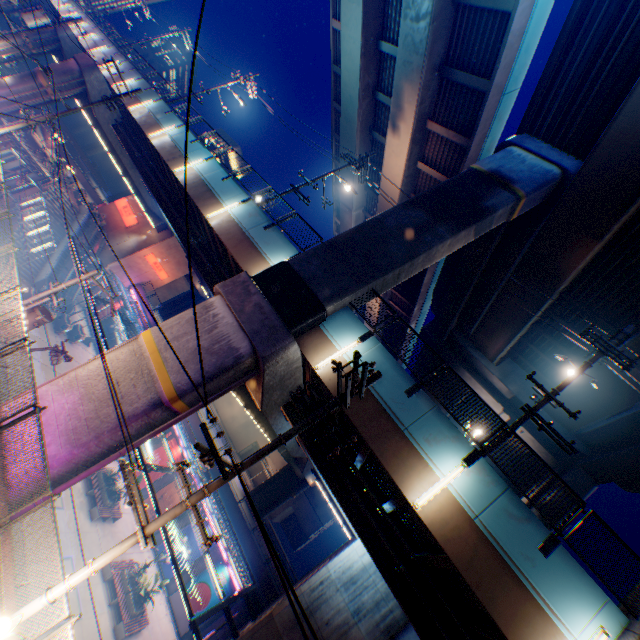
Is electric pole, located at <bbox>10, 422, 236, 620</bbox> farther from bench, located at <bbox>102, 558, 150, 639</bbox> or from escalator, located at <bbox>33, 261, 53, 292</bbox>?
escalator, located at <bbox>33, 261, 53, 292</bbox>

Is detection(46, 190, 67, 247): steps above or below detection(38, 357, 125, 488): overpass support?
below

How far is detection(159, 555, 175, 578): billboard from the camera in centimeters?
2483cm

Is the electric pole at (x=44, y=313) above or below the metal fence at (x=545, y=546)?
below

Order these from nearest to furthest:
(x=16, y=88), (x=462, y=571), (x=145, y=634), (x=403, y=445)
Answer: (x=462, y=571) < (x=403, y=445) < (x=145, y=634) < (x=16, y=88)

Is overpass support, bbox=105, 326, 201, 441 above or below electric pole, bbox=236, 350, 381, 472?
below

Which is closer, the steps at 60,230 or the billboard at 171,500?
the billboard at 171,500

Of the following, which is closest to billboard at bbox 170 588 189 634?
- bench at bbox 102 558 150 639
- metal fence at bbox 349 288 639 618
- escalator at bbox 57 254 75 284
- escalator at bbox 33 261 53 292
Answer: metal fence at bbox 349 288 639 618
